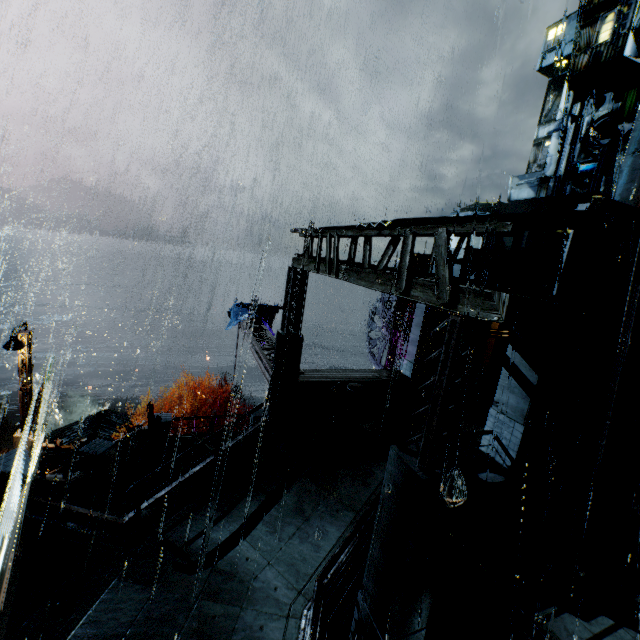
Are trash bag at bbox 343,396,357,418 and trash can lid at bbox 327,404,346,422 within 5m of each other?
yes

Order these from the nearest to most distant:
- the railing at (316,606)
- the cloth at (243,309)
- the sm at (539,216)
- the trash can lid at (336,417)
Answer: the railing at (316,606) < the sm at (539,216) < the trash can lid at (336,417) < the cloth at (243,309)

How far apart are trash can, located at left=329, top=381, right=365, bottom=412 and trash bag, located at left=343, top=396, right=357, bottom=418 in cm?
1

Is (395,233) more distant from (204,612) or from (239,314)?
(239,314)

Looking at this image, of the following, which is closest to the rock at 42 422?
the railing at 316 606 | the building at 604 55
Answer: the railing at 316 606

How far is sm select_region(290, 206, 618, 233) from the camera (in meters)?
6.39

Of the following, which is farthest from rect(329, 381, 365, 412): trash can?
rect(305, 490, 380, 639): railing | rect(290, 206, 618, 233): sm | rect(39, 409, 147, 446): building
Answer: rect(39, 409, 147, 446): building

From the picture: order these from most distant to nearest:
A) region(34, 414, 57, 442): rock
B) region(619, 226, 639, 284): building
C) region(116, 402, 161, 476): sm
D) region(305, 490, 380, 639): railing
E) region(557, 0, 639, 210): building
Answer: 1. region(34, 414, 57, 442): rock
2. region(557, 0, 639, 210): building
3. region(116, 402, 161, 476): sm
4. region(619, 226, 639, 284): building
5. region(305, 490, 380, 639): railing
